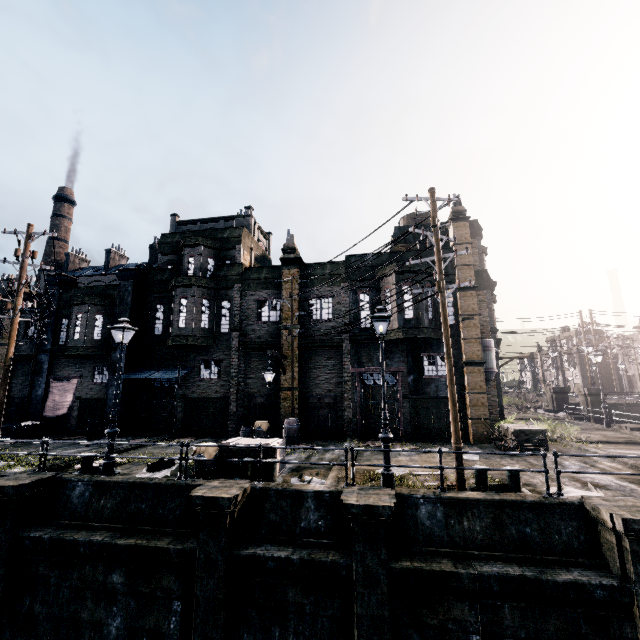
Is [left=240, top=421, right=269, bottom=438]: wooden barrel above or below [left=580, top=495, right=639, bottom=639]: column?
above

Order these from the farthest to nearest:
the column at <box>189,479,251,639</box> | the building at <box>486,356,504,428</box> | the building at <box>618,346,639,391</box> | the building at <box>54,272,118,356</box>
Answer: the building at <box>618,346,639,391</box> → the building at <box>486,356,504,428</box> → the building at <box>54,272,118,356</box> → the column at <box>189,479,251,639</box>

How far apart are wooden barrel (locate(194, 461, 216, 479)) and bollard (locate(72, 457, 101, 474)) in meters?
3.6

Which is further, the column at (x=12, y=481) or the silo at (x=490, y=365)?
the silo at (x=490, y=365)

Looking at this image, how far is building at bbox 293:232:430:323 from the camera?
19.66m

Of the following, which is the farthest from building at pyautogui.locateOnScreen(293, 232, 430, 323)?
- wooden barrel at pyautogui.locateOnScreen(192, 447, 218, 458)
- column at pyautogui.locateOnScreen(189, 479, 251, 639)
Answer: column at pyautogui.locateOnScreen(189, 479, 251, 639)

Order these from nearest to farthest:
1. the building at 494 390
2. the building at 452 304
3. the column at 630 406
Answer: the building at 452 304
the building at 494 390
the column at 630 406

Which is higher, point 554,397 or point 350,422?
point 554,397
